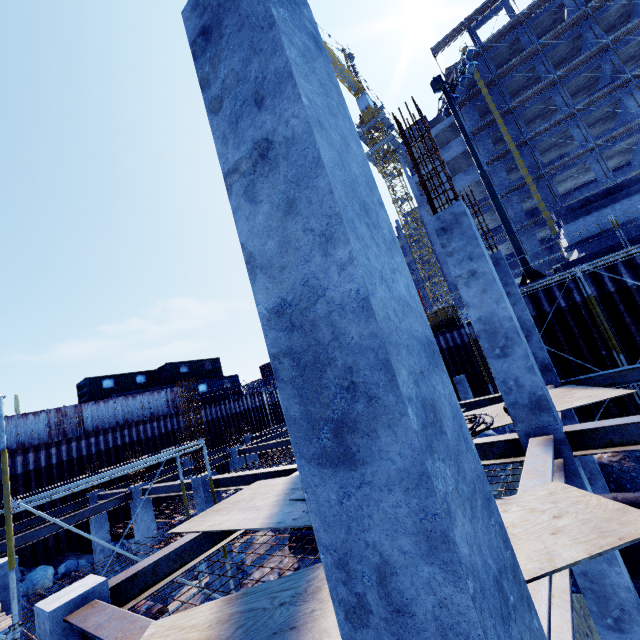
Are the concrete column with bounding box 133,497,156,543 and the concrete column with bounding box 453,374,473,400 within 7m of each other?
no

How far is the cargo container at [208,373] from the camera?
28.1m

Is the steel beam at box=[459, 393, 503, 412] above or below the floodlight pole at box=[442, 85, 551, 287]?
below

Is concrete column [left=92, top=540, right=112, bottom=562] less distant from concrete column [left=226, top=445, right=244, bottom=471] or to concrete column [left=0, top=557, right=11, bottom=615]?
concrete column [left=226, top=445, right=244, bottom=471]

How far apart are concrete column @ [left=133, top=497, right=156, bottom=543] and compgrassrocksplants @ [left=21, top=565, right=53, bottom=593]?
5.4 meters

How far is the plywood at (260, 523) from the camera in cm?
470

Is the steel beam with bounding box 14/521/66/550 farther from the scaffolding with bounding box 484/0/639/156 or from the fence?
the scaffolding with bounding box 484/0/639/156

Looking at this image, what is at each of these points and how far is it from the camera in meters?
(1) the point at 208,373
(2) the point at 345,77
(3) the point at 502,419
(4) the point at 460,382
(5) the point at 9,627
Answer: (1) cargo container, 34.5
(2) tower crane, 54.2
(3) plywood, 6.7
(4) concrete column, 19.8
(5) scaffolding, 5.3
